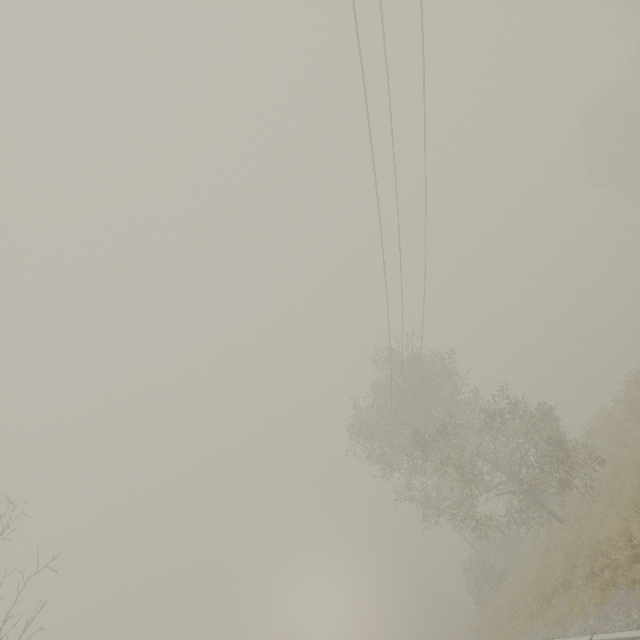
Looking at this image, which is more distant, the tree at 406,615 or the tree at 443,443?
the tree at 406,615

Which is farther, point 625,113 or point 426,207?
point 625,113

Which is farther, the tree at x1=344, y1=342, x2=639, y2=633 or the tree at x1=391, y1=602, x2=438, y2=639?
the tree at x1=391, y1=602, x2=438, y2=639
